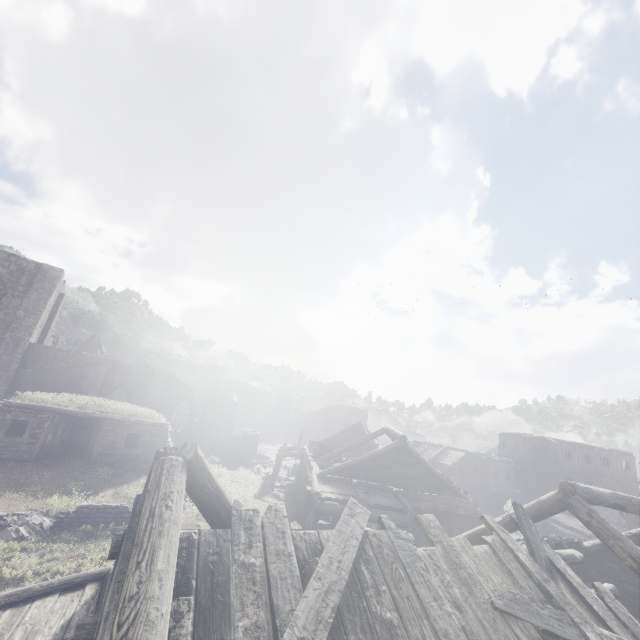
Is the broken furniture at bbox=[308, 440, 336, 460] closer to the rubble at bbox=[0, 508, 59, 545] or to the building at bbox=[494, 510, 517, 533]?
the building at bbox=[494, 510, 517, 533]

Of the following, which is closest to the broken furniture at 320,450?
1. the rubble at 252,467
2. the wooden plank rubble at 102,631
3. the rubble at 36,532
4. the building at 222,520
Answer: the building at 222,520

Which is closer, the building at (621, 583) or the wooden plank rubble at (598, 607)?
the wooden plank rubble at (598, 607)

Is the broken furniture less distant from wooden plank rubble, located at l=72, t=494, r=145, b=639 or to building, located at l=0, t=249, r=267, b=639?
building, located at l=0, t=249, r=267, b=639

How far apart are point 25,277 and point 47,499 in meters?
18.0 m

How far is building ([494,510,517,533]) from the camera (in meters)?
8.75

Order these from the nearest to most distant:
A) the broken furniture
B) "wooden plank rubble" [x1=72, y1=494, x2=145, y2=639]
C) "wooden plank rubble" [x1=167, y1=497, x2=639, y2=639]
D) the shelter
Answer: "wooden plank rubble" [x1=72, y1=494, x2=145, y2=639], "wooden plank rubble" [x1=167, y1=497, x2=639, y2=639], the shelter, the broken furniture

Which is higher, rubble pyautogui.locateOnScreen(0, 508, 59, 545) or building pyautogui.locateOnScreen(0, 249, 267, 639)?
building pyautogui.locateOnScreen(0, 249, 267, 639)
